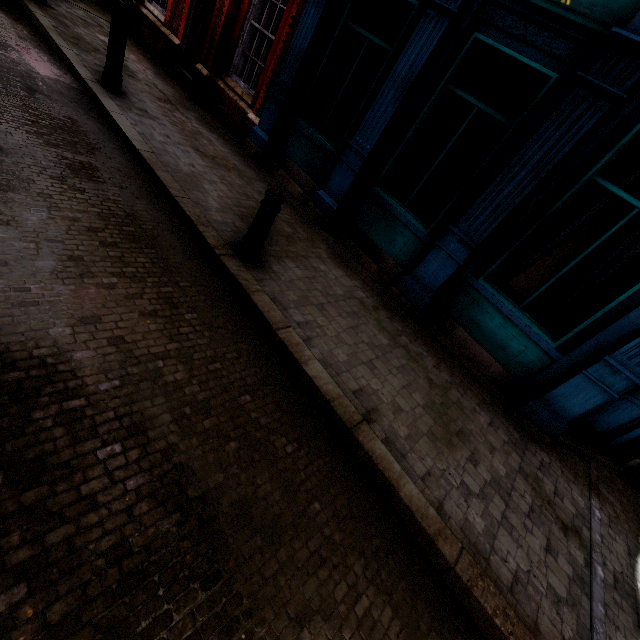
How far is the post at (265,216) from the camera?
3.6 meters

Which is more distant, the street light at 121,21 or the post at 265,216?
the street light at 121,21

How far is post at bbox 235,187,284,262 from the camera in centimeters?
363cm

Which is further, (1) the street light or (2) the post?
(1) the street light

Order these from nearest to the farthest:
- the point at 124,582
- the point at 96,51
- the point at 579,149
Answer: the point at 124,582, the point at 579,149, the point at 96,51
